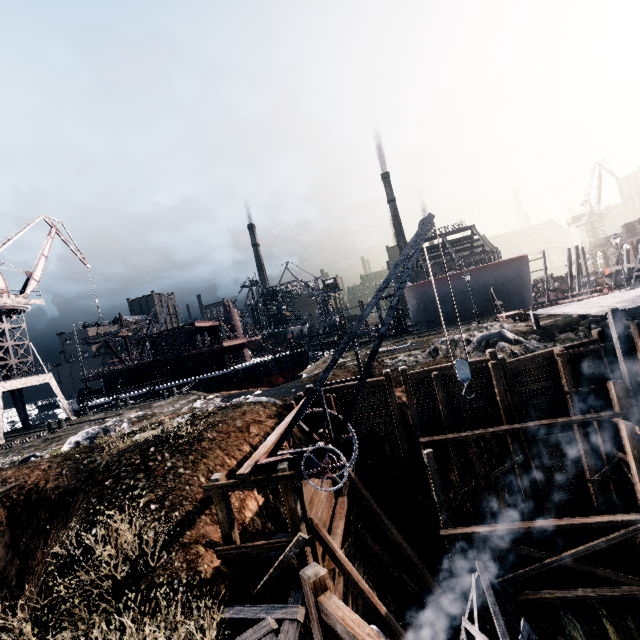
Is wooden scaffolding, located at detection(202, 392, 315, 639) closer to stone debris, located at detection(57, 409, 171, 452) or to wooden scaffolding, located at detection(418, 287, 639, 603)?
wooden scaffolding, located at detection(418, 287, 639, 603)

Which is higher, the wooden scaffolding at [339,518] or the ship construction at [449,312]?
the ship construction at [449,312]

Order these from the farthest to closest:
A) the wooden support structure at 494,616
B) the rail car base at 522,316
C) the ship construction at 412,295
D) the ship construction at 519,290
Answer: the ship construction at 412,295
the ship construction at 519,290
the rail car base at 522,316
the wooden support structure at 494,616

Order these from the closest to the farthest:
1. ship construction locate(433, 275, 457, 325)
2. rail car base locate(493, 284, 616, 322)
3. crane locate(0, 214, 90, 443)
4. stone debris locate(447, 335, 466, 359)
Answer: stone debris locate(447, 335, 466, 359) → rail car base locate(493, 284, 616, 322) → crane locate(0, 214, 90, 443) → ship construction locate(433, 275, 457, 325)

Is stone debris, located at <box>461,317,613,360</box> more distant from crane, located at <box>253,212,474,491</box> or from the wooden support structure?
crane, located at <box>253,212,474,491</box>

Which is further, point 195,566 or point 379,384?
point 379,384

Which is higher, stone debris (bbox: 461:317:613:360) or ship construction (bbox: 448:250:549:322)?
ship construction (bbox: 448:250:549:322)

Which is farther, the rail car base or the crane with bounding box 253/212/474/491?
Result: the rail car base
